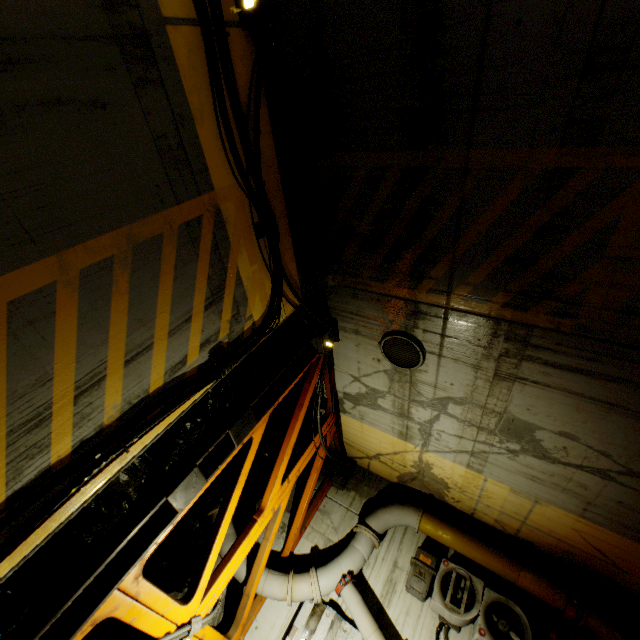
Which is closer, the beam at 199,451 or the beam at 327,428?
the beam at 199,451

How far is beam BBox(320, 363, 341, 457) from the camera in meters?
7.2

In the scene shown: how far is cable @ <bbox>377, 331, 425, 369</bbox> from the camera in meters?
5.4

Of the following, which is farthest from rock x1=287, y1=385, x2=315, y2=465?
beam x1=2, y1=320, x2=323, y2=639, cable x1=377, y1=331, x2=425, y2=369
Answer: cable x1=377, y1=331, x2=425, y2=369

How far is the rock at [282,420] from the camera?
7.0m

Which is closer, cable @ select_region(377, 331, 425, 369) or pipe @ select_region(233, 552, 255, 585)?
cable @ select_region(377, 331, 425, 369)

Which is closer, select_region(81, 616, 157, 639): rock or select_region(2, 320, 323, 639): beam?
select_region(2, 320, 323, 639): beam

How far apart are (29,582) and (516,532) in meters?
8.7
